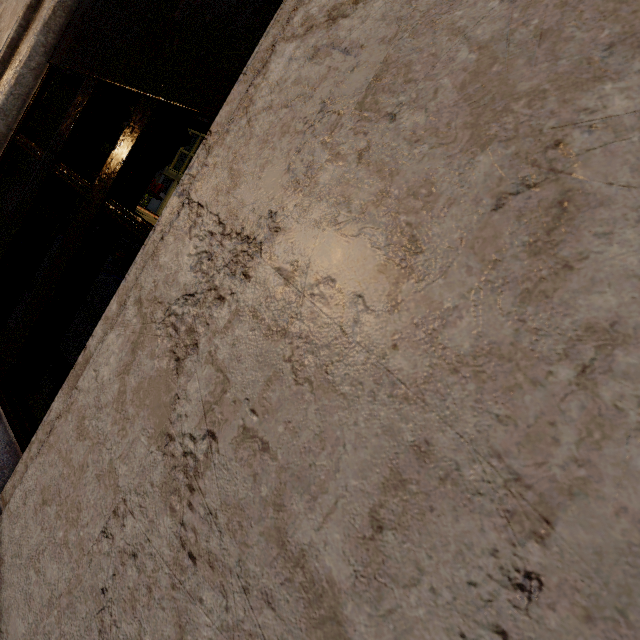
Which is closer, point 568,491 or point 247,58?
point 568,491

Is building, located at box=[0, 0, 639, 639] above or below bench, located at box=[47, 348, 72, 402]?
above

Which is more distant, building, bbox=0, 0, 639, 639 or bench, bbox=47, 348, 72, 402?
bench, bbox=47, 348, 72, 402

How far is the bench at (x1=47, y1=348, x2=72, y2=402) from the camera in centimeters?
299cm

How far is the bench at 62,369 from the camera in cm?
299

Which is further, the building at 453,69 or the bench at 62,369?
the bench at 62,369
